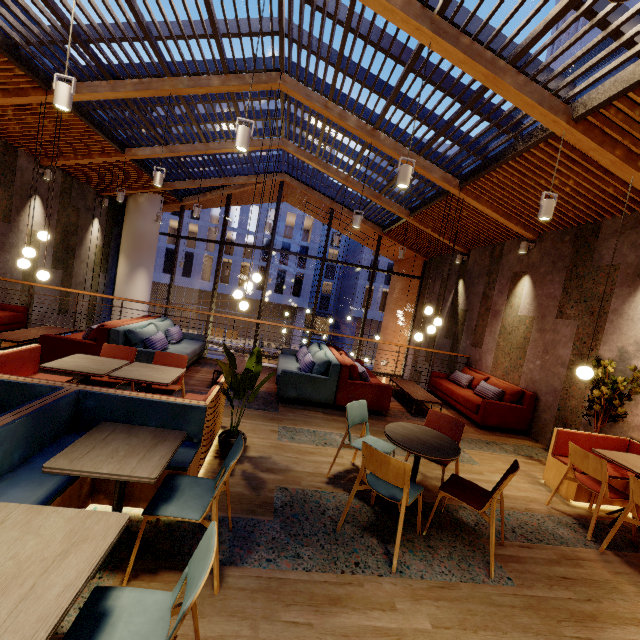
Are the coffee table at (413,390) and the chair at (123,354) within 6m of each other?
yes

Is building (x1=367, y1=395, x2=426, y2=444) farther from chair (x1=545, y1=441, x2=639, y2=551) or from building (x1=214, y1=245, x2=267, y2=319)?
building (x1=214, y1=245, x2=267, y2=319)

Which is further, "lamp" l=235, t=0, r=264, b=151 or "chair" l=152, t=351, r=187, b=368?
"chair" l=152, t=351, r=187, b=368

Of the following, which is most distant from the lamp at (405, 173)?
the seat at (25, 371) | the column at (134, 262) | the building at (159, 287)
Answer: the building at (159, 287)

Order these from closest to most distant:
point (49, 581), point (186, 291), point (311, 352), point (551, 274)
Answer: Result: point (49, 581) < point (551, 274) < point (311, 352) < point (186, 291)

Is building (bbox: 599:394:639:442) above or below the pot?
above

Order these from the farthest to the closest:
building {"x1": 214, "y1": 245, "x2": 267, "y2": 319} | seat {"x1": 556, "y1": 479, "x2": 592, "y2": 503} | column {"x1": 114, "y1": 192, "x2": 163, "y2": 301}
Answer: building {"x1": 214, "y1": 245, "x2": 267, "y2": 319}, column {"x1": 114, "y1": 192, "x2": 163, "y2": 301}, seat {"x1": 556, "y1": 479, "x2": 592, "y2": 503}

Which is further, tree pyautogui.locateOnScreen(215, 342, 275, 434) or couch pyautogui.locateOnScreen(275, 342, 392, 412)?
couch pyautogui.locateOnScreen(275, 342, 392, 412)
